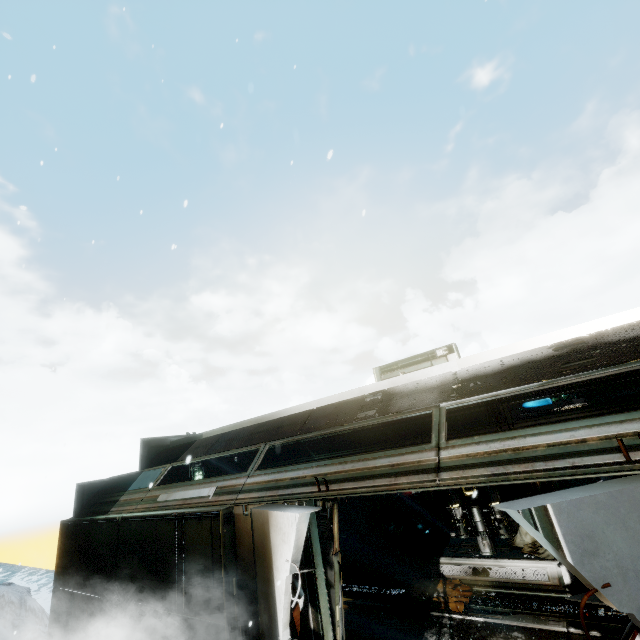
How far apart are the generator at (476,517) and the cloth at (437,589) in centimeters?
98cm

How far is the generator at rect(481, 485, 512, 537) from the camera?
8.45m

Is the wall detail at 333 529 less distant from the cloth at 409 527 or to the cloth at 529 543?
the cloth at 529 543

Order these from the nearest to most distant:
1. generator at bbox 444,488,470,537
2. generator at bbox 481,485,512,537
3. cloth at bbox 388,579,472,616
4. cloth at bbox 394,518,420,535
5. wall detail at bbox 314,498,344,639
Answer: wall detail at bbox 314,498,344,639
cloth at bbox 388,579,472,616
generator at bbox 481,485,512,537
generator at bbox 444,488,470,537
cloth at bbox 394,518,420,535

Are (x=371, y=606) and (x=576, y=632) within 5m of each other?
yes

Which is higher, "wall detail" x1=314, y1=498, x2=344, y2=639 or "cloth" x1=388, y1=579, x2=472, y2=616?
"wall detail" x1=314, y1=498, x2=344, y2=639

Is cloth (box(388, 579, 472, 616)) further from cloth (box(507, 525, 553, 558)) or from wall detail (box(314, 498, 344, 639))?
wall detail (box(314, 498, 344, 639))

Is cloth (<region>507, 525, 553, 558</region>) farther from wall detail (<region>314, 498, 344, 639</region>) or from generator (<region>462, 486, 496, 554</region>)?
wall detail (<region>314, 498, 344, 639</region>)
